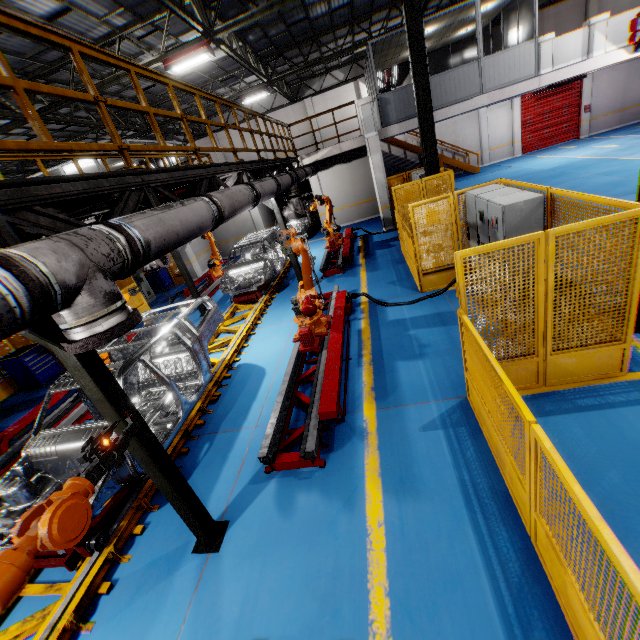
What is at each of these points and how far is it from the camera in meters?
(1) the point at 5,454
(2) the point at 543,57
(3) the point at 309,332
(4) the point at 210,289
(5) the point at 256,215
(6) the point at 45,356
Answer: (1) metal platform, 6.4 m
(2) cement column, 12.1 m
(3) robot arm, 6.5 m
(4) metal platform, 13.6 m
(5) cement column, 19.3 m
(6) toolbox, 10.2 m

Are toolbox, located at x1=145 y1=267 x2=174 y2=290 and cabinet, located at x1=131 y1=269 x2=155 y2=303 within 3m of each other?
yes

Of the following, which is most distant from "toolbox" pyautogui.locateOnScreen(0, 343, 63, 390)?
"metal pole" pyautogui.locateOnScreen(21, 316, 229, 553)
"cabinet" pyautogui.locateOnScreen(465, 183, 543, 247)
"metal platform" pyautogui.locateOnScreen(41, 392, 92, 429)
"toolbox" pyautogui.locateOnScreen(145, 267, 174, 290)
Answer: "cabinet" pyautogui.locateOnScreen(465, 183, 543, 247)

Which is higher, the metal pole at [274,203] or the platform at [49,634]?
the metal pole at [274,203]

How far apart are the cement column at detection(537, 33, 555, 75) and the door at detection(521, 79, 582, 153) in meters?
12.0

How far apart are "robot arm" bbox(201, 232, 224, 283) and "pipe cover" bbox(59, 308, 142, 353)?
11.9 meters

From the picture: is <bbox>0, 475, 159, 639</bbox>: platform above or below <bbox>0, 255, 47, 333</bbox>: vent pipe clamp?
below

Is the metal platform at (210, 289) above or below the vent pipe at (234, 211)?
below
